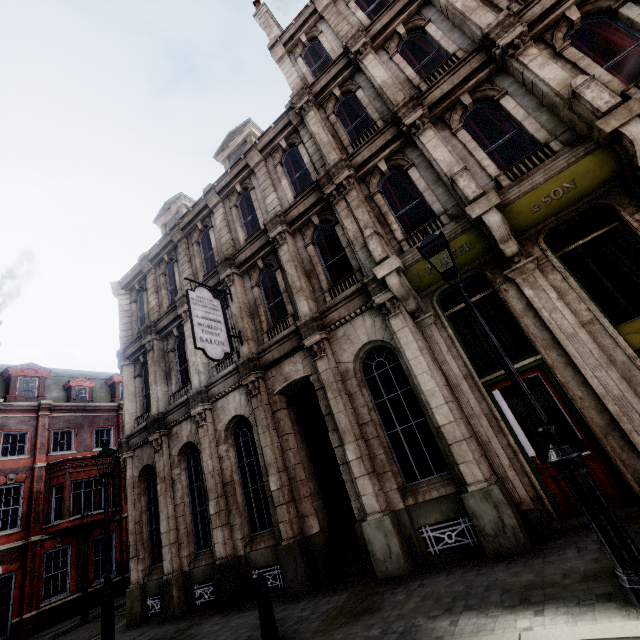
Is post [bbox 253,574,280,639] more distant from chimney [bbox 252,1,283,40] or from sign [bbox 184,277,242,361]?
chimney [bbox 252,1,283,40]

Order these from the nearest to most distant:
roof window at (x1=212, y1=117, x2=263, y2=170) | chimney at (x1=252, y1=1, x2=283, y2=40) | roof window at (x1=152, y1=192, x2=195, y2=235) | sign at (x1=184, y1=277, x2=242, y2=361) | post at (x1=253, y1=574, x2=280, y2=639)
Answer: post at (x1=253, y1=574, x2=280, y2=639), sign at (x1=184, y1=277, x2=242, y2=361), roof window at (x1=212, y1=117, x2=263, y2=170), chimney at (x1=252, y1=1, x2=283, y2=40), roof window at (x1=152, y1=192, x2=195, y2=235)

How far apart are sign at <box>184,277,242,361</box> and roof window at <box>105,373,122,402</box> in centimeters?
2223cm

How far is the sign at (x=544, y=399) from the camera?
6.29m

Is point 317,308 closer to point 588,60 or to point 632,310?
point 632,310

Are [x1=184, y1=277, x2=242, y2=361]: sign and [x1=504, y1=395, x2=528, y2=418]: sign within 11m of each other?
yes

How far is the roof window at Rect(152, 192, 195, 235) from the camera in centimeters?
1642cm

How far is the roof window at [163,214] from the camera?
16.4m
